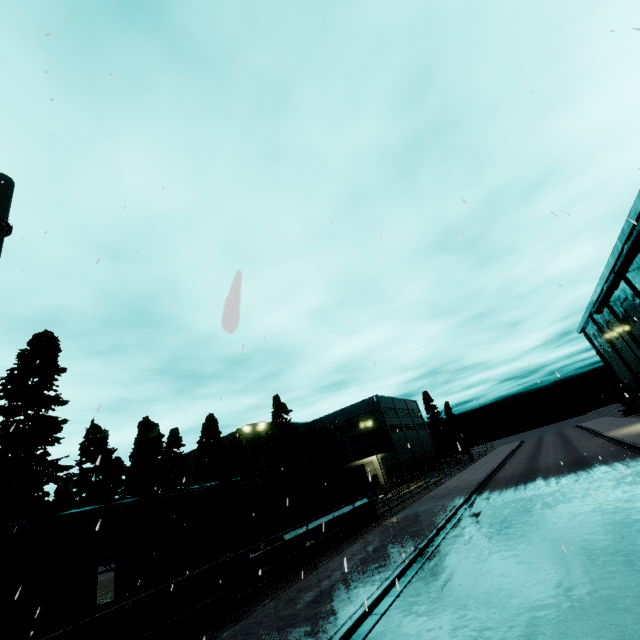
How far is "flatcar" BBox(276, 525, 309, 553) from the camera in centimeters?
1689cm

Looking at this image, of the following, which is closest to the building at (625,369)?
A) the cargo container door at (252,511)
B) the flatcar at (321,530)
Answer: the flatcar at (321,530)

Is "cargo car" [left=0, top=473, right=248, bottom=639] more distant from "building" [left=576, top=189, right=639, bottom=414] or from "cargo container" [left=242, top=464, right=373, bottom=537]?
"building" [left=576, top=189, right=639, bottom=414]

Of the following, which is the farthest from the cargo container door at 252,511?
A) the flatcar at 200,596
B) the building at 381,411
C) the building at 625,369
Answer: the building at 625,369

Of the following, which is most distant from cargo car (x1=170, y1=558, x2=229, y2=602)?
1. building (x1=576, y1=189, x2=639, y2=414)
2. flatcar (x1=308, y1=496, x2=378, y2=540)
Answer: building (x1=576, y1=189, x2=639, y2=414)

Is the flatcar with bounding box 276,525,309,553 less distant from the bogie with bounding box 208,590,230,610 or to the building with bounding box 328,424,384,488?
the bogie with bounding box 208,590,230,610

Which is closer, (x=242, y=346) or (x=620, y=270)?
(x=242, y=346)

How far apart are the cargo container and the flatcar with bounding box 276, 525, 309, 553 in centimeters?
2cm
